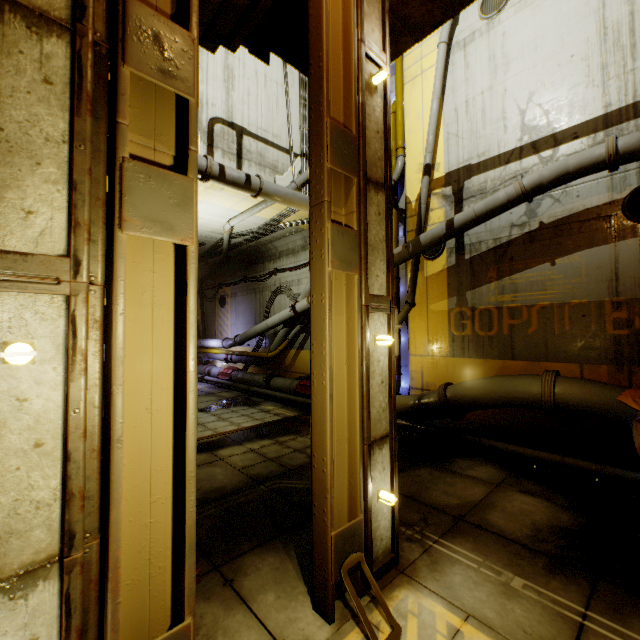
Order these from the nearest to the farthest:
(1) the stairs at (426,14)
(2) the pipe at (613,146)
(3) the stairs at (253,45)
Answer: (3) the stairs at (253,45)
(1) the stairs at (426,14)
(2) the pipe at (613,146)

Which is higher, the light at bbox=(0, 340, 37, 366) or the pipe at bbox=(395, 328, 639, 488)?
the light at bbox=(0, 340, 37, 366)

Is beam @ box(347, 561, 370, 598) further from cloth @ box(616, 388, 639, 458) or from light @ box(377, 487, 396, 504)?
cloth @ box(616, 388, 639, 458)

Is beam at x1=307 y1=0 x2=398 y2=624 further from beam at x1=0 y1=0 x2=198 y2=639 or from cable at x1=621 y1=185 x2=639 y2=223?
cable at x1=621 y1=185 x2=639 y2=223

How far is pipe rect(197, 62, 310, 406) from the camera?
8.72m

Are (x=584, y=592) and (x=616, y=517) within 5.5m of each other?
yes

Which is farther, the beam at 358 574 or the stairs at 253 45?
the stairs at 253 45

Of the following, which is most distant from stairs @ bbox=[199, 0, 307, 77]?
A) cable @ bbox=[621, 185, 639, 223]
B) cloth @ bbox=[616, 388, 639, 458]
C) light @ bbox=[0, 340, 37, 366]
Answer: cable @ bbox=[621, 185, 639, 223]
